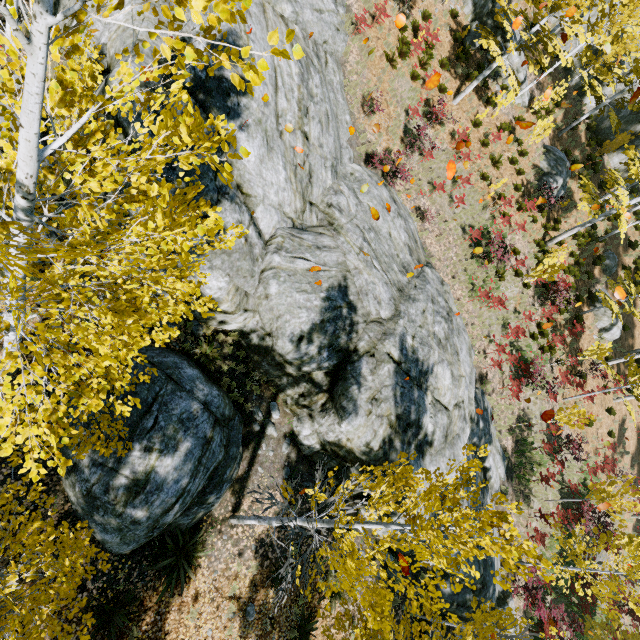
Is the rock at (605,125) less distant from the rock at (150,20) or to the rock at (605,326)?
the rock at (150,20)

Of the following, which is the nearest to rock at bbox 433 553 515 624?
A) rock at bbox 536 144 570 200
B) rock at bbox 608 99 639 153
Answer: rock at bbox 608 99 639 153

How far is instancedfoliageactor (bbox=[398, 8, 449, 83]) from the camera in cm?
1560

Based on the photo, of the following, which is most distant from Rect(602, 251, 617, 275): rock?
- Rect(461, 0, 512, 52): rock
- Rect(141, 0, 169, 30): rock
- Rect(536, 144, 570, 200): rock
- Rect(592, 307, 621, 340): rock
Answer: Rect(141, 0, 169, 30): rock

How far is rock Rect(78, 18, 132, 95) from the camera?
6.6 meters

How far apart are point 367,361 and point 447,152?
13.80m

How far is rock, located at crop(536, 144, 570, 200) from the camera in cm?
2056

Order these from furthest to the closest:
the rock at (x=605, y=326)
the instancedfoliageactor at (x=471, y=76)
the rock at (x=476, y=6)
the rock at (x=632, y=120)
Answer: the rock at (x=632, y=120), the rock at (x=605, y=326), the rock at (x=476, y=6), the instancedfoliageactor at (x=471, y=76)
